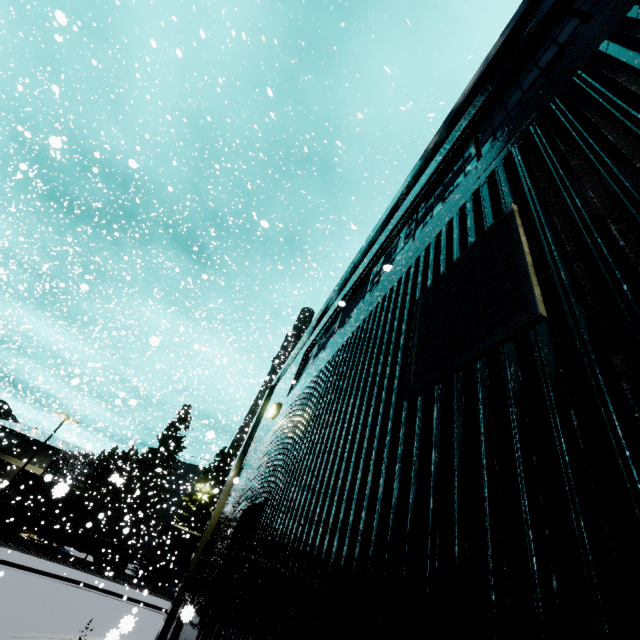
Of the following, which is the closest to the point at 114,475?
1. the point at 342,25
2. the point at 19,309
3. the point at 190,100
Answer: the point at 342,25

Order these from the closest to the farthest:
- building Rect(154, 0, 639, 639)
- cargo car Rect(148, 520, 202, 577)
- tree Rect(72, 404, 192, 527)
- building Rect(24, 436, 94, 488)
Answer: building Rect(154, 0, 639, 639) → cargo car Rect(148, 520, 202, 577) → building Rect(24, 436, 94, 488) → tree Rect(72, 404, 192, 527)

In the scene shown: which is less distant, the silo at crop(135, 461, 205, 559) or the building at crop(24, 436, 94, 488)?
the building at crop(24, 436, 94, 488)

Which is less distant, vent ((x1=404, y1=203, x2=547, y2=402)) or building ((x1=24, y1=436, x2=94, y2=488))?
vent ((x1=404, y1=203, x2=547, y2=402))

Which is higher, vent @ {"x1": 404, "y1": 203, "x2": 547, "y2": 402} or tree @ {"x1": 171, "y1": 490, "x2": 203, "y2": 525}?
tree @ {"x1": 171, "y1": 490, "x2": 203, "y2": 525}

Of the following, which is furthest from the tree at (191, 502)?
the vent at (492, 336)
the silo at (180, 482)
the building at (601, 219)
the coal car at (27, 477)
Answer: the vent at (492, 336)

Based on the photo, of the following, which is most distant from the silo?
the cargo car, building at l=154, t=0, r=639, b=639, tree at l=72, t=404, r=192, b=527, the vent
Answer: the vent

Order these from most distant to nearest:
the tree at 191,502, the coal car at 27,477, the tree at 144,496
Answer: the tree at 191,502 < the tree at 144,496 < the coal car at 27,477
